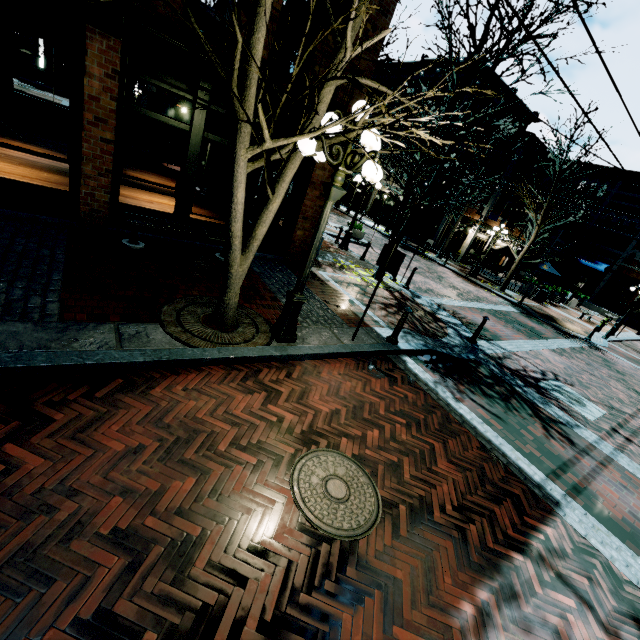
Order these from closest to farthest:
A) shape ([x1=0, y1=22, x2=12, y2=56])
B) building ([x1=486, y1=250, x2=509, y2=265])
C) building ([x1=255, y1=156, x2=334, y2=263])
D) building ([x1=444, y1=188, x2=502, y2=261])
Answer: building ([x1=255, y1=156, x2=334, y2=263]) → shape ([x1=0, y1=22, x2=12, y2=56]) → building ([x1=444, y1=188, x2=502, y2=261]) → building ([x1=486, y1=250, x2=509, y2=265])

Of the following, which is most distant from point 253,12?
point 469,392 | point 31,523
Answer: point 469,392

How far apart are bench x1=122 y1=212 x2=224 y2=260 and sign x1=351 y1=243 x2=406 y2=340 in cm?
380

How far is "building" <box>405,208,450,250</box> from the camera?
27.5m

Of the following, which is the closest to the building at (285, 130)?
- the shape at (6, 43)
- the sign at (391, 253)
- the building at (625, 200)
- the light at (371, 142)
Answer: the building at (625, 200)

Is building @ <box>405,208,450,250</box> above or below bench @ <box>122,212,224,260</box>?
above

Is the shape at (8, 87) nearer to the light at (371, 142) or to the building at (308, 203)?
the building at (308, 203)
